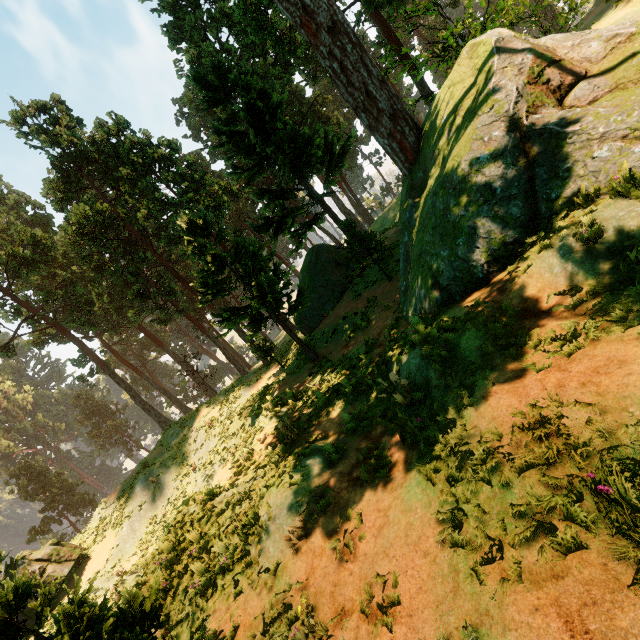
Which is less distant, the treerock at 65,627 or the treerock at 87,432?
the treerock at 65,627

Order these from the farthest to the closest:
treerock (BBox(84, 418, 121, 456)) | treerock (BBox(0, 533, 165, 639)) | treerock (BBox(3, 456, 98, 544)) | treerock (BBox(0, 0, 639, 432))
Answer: treerock (BBox(84, 418, 121, 456)), treerock (BBox(3, 456, 98, 544)), treerock (BBox(0, 0, 639, 432)), treerock (BBox(0, 533, 165, 639))

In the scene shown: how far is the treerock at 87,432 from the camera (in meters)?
57.41

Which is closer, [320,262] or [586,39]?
[586,39]

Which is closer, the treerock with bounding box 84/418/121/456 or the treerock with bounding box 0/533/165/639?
the treerock with bounding box 0/533/165/639

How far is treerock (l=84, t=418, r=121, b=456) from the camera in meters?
57.4 m
